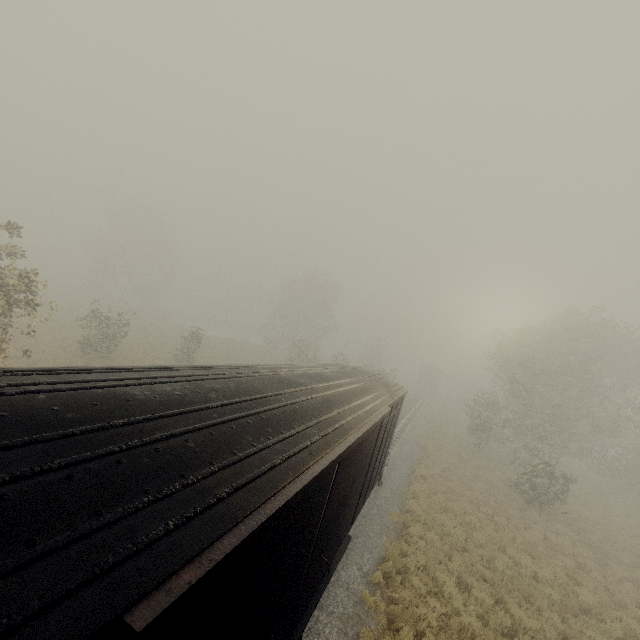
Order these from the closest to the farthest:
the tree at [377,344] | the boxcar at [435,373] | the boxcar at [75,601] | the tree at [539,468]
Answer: the boxcar at [75,601] < the tree at [539,468] < the tree at [377,344] < the boxcar at [435,373]

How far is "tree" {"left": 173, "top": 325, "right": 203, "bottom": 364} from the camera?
27.00m

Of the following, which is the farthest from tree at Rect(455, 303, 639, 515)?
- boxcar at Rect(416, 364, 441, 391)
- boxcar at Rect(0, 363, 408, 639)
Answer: boxcar at Rect(416, 364, 441, 391)

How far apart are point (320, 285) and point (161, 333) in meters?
22.1 m

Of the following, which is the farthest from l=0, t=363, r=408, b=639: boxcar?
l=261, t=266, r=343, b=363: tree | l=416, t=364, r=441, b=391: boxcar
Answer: l=416, t=364, r=441, b=391: boxcar

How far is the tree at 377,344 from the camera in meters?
34.5 m

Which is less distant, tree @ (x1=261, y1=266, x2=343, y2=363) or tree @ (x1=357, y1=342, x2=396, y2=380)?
tree @ (x1=357, y1=342, x2=396, y2=380)
